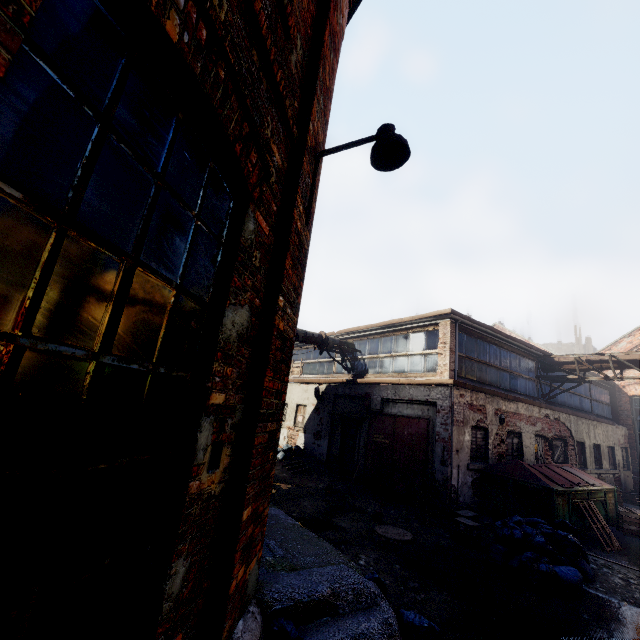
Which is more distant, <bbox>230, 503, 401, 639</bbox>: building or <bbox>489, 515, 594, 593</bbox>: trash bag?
<bbox>489, 515, 594, 593</bbox>: trash bag

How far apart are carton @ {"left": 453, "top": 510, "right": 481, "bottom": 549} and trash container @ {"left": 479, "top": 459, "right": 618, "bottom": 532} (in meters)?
2.15

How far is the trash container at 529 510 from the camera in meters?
8.5

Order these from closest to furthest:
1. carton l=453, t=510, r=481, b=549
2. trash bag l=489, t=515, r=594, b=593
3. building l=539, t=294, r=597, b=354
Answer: trash bag l=489, t=515, r=594, b=593 < carton l=453, t=510, r=481, b=549 < building l=539, t=294, r=597, b=354

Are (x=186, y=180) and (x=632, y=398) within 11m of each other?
no

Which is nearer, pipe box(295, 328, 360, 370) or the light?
the light

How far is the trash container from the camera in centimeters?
845cm

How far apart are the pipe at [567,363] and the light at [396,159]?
13.77m
